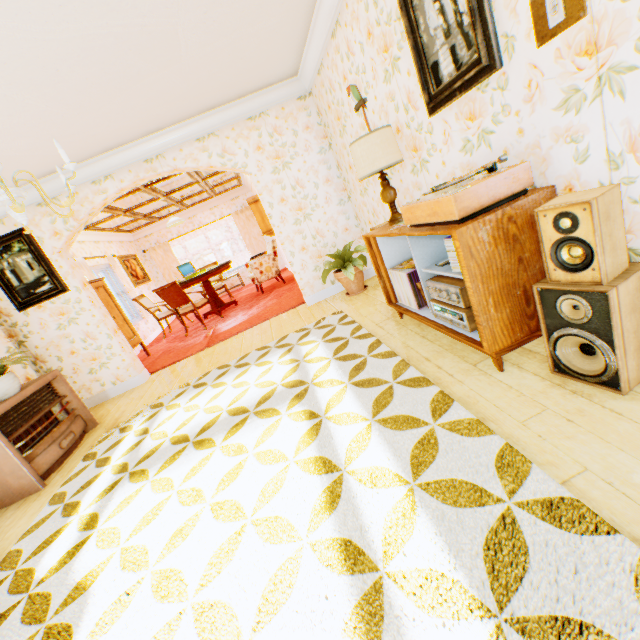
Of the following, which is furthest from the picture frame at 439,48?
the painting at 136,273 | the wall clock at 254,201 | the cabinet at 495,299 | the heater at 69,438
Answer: the painting at 136,273

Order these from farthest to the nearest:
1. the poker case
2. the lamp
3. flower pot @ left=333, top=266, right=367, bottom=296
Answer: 1. the poker case
2. flower pot @ left=333, top=266, right=367, bottom=296
3. the lamp

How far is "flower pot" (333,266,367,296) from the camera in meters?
4.9

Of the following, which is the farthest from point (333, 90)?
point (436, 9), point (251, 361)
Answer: point (251, 361)

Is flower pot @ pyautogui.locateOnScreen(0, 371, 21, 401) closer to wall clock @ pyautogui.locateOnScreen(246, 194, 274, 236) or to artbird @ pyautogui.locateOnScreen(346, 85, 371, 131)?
artbird @ pyautogui.locateOnScreen(346, 85, 371, 131)

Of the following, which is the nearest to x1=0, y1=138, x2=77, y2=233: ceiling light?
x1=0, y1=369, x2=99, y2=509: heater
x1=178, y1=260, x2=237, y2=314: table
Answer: x1=0, y1=369, x2=99, y2=509: heater

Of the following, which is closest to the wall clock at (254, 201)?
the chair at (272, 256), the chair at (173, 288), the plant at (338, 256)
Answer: the chair at (272, 256)

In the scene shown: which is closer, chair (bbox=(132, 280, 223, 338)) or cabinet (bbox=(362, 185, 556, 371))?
cabinet (bbox=(362, 185, 556, 371))
